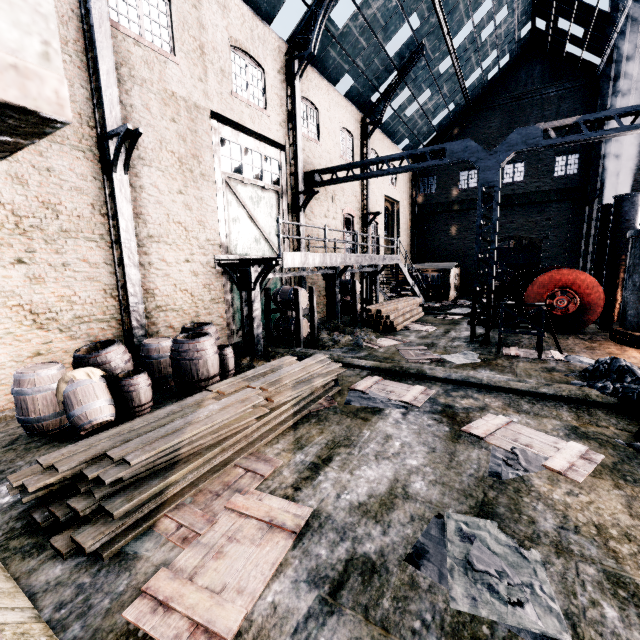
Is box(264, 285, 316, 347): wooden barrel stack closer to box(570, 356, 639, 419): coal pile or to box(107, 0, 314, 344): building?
box(107, 0, 314, 344): building

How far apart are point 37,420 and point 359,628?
7.0 meters

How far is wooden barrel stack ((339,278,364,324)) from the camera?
17.4 meters

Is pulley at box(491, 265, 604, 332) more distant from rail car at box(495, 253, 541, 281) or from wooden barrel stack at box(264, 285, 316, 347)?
rail car at box(495, 253, 541, 281)

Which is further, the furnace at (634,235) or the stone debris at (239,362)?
the furnace at (634,235)

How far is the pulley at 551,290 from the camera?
13.8 meters

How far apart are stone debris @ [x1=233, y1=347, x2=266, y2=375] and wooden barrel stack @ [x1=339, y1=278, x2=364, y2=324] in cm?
647

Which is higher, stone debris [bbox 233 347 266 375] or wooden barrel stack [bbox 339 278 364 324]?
wooden barrel stack [bbox 339 278 364 324]
